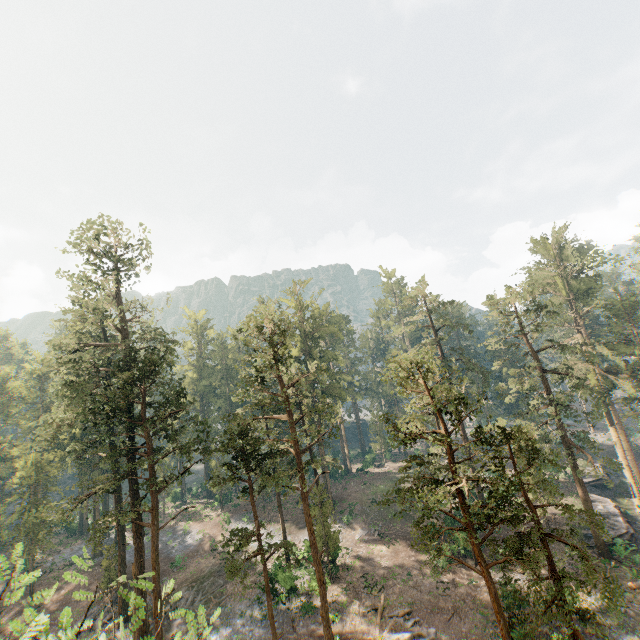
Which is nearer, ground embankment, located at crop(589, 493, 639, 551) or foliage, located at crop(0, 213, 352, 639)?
foliage, located at crop(0, 213, 352, 639)

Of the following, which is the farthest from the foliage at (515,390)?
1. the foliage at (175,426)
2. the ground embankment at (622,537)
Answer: the ground embankment at (622,537)

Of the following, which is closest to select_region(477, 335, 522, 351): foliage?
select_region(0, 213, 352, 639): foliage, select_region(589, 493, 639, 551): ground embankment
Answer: select_region(0, 213, 352, 639): foliage

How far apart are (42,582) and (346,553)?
37.5m

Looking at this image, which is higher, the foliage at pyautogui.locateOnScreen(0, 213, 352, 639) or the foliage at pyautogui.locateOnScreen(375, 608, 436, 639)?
the foliage at pyautogui.locateOnScreen(0, 213, 352, 639)

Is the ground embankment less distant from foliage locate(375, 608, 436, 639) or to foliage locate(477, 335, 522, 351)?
foliage locate(477, 335, 522, 351)

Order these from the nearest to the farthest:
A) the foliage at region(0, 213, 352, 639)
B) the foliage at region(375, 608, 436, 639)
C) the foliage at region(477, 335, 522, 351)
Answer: the foliage at region(0, 213, 352, 639)
the foliage at region(375, 608, 436, 639)
the foliage at region(477, 335, 522, 351)

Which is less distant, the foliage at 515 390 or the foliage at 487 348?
the foliage at 515 390
